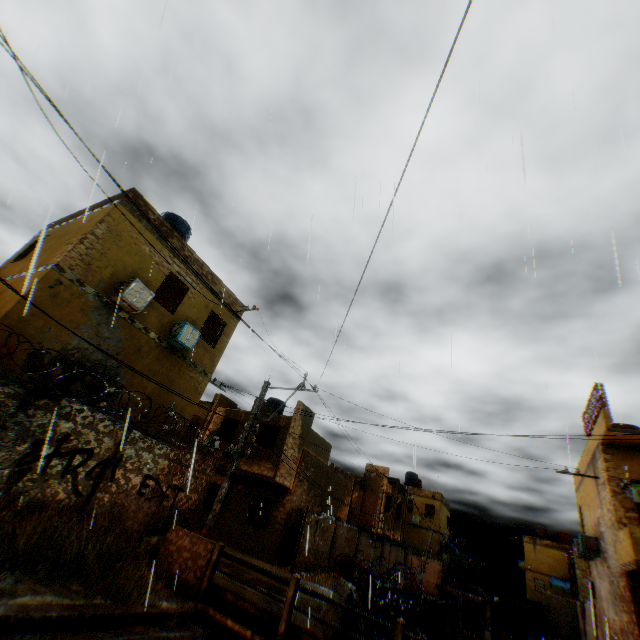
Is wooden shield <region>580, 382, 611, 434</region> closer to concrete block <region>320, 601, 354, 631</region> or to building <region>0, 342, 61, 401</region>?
building <region>0, 342, 61, 401</region>

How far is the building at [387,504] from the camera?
26.8 meters

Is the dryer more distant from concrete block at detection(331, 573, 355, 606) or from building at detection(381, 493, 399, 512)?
concrete block at detection(331, 573, 355, 606)

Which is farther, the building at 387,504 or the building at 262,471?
the building at 387,504

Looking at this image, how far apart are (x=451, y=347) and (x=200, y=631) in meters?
8.7 m

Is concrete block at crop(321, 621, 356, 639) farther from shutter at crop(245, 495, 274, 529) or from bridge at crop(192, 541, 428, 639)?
shutter at crop(245, 495, 274, 529)

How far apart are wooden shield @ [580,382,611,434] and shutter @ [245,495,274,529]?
17.7 meters

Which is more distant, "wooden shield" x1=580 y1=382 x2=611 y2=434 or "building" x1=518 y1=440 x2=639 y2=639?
"wooden shield" x1=580 y1=382 x2=611 y2=434
